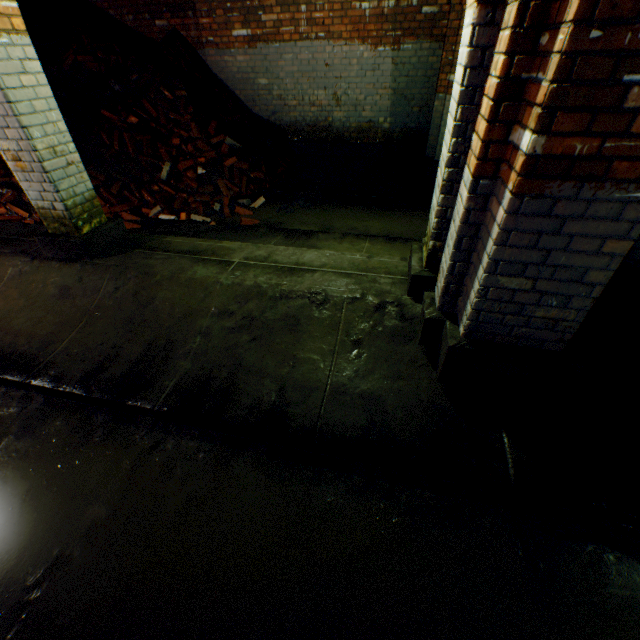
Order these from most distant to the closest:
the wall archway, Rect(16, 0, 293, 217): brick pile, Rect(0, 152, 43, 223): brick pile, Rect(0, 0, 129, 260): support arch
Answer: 1. Rect(16, 0, 293, 217): brick pile
2. Rect(0, 152, 43, 223): brick pile
3. Rect(0, 0, 129, 260): support arch
4. the wall archway

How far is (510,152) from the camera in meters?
1.8

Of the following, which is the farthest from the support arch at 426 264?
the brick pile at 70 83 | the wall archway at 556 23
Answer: the brick pile at 70 83

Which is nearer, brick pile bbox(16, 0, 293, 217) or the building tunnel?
the building tunnel

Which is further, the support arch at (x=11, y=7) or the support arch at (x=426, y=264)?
the support arch at (x=11, y=7)

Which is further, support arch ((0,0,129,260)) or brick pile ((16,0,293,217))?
brick pile ((16,0,293,217))

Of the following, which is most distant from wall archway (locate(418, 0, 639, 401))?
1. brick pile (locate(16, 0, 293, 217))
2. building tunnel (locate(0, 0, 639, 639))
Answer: brick pile (locate(16, 0, 293, 217))

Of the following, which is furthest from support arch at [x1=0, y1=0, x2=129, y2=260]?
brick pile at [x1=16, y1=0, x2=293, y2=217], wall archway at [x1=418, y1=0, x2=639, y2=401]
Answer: brick pile at [x1=16, y1=0, x2=293, y2=217]
